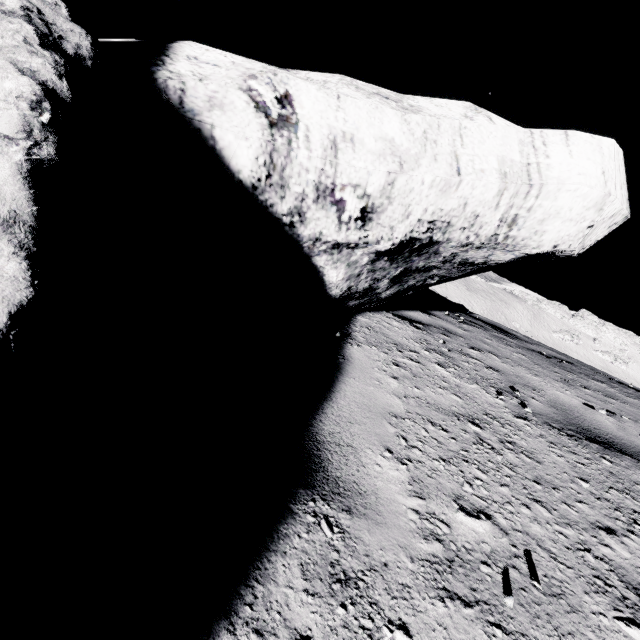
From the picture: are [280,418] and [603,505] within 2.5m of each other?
yes
